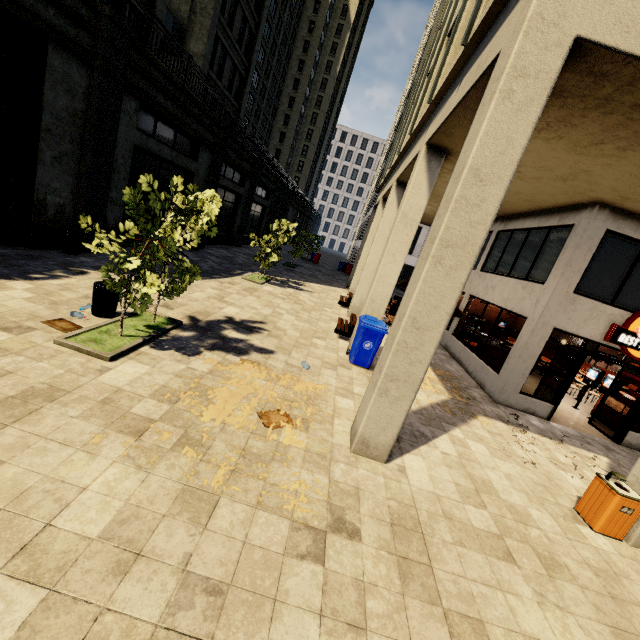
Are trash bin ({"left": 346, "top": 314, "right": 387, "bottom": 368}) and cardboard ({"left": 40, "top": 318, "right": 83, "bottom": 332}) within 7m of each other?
yes

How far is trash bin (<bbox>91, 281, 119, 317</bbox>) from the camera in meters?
6.6

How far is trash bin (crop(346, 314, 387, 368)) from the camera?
8.5 meters

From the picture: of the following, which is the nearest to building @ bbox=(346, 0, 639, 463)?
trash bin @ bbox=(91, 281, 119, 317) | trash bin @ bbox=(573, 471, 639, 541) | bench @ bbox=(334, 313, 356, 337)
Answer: trash bin @ bbox=(573, 471, 639, 541)

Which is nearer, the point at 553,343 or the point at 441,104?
the point at 441,104

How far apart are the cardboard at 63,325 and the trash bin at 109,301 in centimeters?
57cm

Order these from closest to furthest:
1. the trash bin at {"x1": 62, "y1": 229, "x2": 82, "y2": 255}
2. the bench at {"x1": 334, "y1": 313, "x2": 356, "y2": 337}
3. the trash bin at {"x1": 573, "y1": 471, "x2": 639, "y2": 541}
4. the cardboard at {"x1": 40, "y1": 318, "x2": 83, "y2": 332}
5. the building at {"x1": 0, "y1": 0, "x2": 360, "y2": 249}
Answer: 1. the trash bin at {"x1": 573, "y1": 471, "x2": 639, "y2": 541}
2. the cardboard at {"x1": 40, "y1": 318, "x2": 83, "y2": 332}
3. the building at {"x1": 0, "y1": 0, "x2": 360, "y2": 249}
4. the trash bin at {"x1": 62, "y1": 229, "x2": 82, "y2": 255}
5. the bench at {"x1": 334, "y1": 313, "x2": 356, "y2": 337}

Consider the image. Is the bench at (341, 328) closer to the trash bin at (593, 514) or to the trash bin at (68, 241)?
the trash bin at (593, 514)
